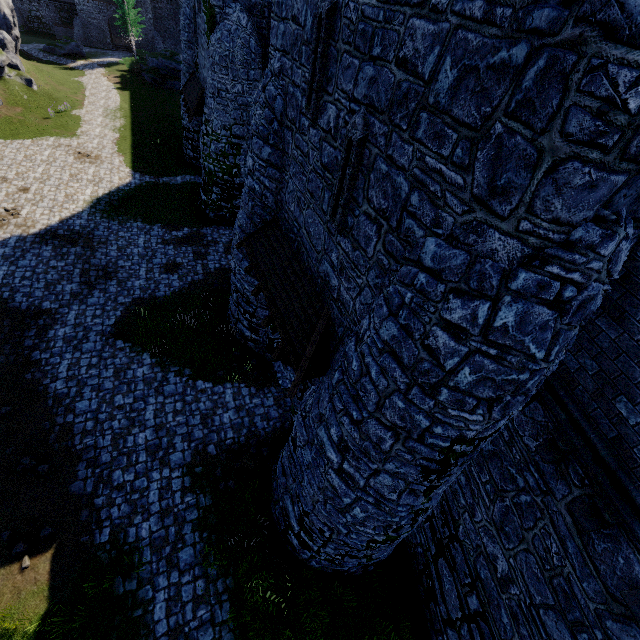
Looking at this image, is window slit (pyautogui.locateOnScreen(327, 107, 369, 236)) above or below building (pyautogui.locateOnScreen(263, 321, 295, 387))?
above

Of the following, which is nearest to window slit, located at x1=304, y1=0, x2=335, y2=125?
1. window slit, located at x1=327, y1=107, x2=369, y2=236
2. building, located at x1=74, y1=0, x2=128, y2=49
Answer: window slit, located at x1=327, y1=107, x2=369, y2=236

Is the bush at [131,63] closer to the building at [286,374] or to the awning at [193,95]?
the building at [286,374]

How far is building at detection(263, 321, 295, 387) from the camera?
12.78m

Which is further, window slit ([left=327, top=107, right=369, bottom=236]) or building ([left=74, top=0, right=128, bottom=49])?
building ([left=74, top=0, right=128, bottom=49])

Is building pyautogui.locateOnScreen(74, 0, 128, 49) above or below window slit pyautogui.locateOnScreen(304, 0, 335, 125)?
below

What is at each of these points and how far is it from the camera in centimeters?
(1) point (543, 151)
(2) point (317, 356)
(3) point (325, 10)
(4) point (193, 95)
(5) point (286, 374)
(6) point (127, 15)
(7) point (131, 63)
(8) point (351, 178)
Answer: (1) building, 296cm
(2) awning, 756cm
(3) window slit, 579cm
(4) awning, 2044cm
(5) building, 1377cm
(6) tree, 4338cm
(7) bush, 4241cm
(8) window slit, 588cm

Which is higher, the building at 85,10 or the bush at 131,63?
the building at 85,10
